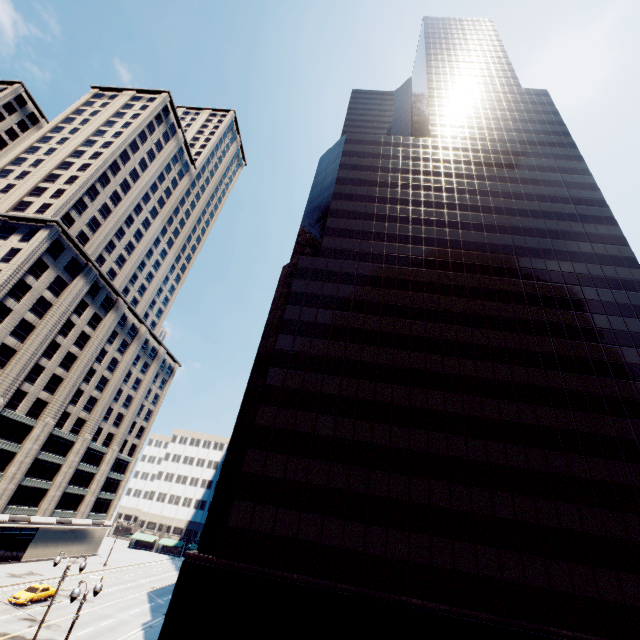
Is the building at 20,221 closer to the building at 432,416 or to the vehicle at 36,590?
the vehicle at 36,590

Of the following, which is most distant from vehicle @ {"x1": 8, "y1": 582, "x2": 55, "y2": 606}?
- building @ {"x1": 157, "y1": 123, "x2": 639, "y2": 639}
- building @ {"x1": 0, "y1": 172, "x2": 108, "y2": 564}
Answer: building @ {"x1": 157, "y1": 123, "x2": 639, "y2": 639}

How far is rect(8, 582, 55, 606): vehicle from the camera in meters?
33.9 m

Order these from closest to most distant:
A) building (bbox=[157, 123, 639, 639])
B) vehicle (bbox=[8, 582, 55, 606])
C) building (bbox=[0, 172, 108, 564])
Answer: building (bbox=[157, 123, 639, 639]) → vehicle (bbox=[8, 582, 55, 606]) → building (bbox=[0, 172, 108, 564])

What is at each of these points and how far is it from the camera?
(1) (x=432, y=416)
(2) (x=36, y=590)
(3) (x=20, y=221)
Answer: (1) building, 29.8m
(2) vehicle, 35.7m
(3) building, 49.8m

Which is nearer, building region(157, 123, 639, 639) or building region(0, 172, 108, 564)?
building region(157, 123, 639, 639)

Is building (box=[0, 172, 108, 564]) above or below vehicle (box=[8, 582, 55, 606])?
above

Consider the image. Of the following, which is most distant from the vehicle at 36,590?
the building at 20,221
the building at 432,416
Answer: the building at 432,416
